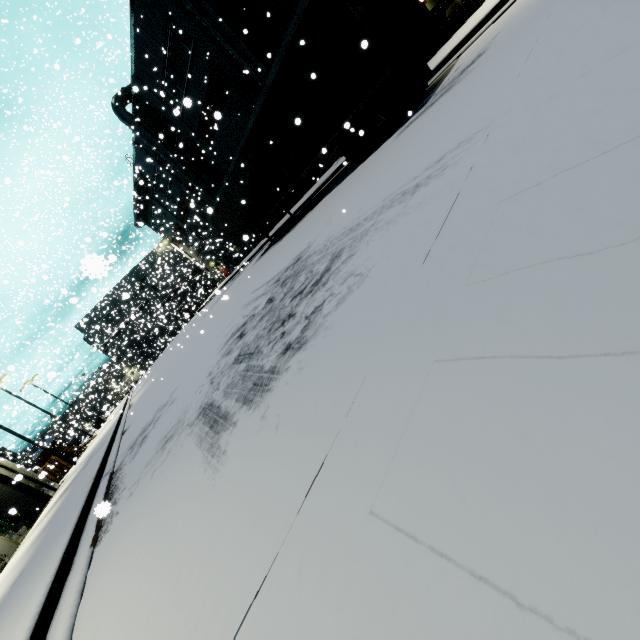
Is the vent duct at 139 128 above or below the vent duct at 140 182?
above

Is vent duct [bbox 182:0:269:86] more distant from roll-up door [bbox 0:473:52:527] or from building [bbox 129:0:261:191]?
roll-up door [bbox 0:473:52:527]

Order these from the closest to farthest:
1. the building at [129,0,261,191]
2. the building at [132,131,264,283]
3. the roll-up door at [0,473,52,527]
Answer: the roll-up door at [0,473,52,527], the building at [129,0,261,191], the building at [132,131,264,283]

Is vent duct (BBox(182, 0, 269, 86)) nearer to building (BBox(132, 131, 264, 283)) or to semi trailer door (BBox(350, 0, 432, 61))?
building (BBox(132, 131, 264, 283))

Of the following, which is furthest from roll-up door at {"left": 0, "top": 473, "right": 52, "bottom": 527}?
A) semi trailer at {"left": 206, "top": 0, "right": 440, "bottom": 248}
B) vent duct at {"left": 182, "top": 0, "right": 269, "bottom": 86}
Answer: vent duct at {"left": 182, "top": 0, "right": 269, "bottom": 86}

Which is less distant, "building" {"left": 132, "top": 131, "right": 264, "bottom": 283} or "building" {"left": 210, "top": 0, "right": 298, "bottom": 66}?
"building" {"left": 210, "top": 0, "right": 298, "bottom": 66}

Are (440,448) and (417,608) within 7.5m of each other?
yes

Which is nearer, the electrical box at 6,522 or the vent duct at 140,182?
the vent duct at 140,182
